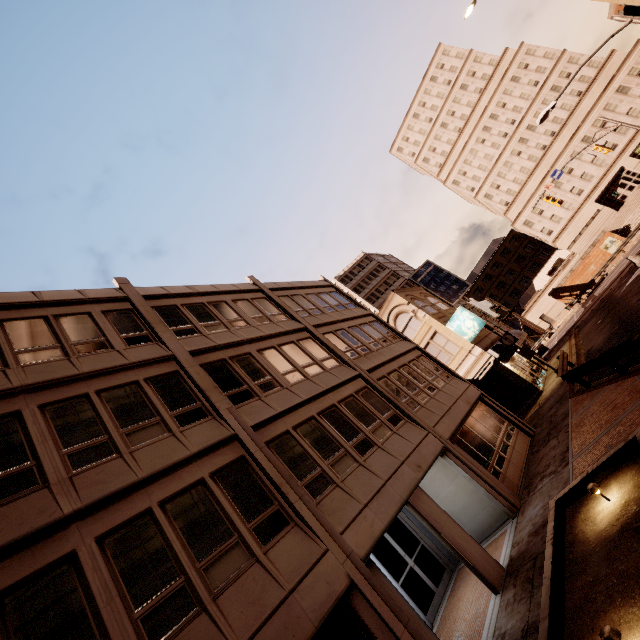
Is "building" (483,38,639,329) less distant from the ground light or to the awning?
the awning

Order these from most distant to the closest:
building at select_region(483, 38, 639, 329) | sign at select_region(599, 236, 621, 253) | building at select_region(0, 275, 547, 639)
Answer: building at select_region(483, 38, 639, 329) → sign at select_region(599, 236, 621, 253) → building at select_region(0, 275, 547, 639)

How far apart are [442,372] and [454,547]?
10.9 meters

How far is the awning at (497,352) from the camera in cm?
2344

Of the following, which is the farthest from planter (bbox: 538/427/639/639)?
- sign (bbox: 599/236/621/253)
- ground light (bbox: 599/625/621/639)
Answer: sign (bbox: 599/236/621/253)

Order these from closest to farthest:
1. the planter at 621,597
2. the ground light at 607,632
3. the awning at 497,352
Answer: the ground light at 607,632 < the planter at 621,597 < the awning at 497,352

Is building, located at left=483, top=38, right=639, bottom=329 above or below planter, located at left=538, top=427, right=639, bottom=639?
above

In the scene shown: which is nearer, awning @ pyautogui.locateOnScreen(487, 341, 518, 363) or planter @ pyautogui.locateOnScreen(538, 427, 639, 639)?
planter @ pyautogui.locateOnScreen(538, 427, 639, 639)
